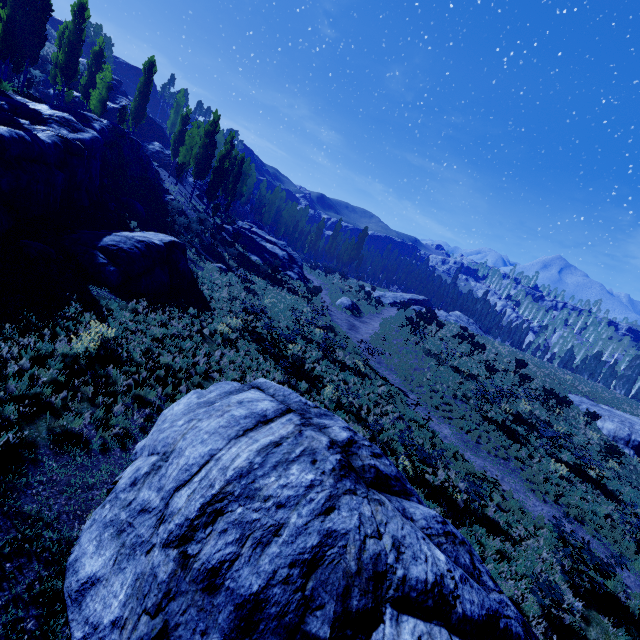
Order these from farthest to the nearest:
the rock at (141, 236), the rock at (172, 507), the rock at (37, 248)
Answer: the rock at (141, 236) < the rock at (37, 248) < the rock at (172, 507)

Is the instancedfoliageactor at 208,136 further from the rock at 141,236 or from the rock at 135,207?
the rock at 135,207

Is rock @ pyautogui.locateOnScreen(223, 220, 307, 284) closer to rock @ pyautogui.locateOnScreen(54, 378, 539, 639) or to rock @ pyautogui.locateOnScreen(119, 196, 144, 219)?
rock @ pyautogui.locateOnScreen(119, 196, 144, 219)

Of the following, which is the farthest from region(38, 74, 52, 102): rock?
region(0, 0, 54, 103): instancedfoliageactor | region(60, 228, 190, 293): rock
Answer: region(60, 228, 190, 293): rock

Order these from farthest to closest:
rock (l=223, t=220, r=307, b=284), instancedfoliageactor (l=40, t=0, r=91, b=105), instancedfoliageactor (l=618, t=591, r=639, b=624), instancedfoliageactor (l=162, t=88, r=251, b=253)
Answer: rock (l=223, t=220, r=307, b=284)
instancedfoliageactor (l=162, t=88, r=251, b=253)
instancedfoliageactor (l=40, t=0, r=91, b=105)
instancedfoliageactor (l=618, t=591, r=639, b=624)

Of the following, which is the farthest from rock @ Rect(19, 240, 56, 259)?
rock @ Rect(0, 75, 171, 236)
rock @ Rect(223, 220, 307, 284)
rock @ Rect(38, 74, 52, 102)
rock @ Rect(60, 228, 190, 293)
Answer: rock @ Rect(38, 74, 52, 102)

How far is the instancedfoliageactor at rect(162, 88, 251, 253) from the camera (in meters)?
31.09

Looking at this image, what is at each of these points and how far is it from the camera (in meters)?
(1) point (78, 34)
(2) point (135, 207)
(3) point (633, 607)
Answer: (1) instancedfoliageactor, 29.61
(2) rock, 23.23
(3) instancedfoliageactor, 10.23
